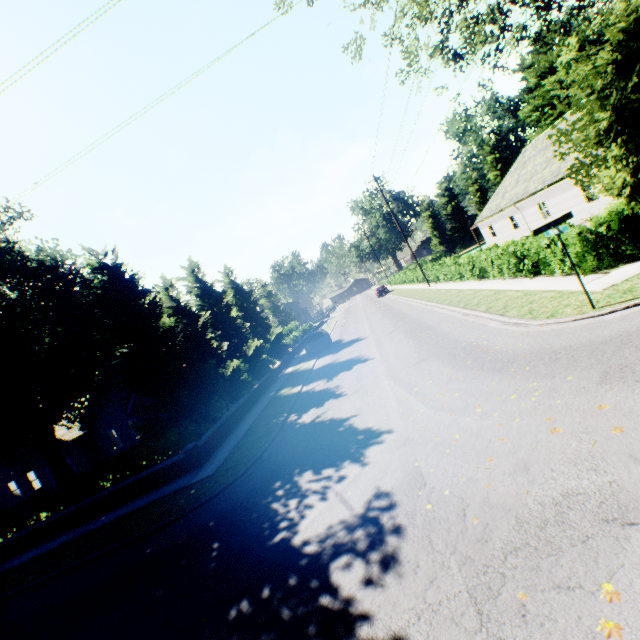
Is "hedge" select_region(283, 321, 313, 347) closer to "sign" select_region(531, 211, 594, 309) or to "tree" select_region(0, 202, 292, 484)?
"tree" select_region(0, 202, 292, 484)

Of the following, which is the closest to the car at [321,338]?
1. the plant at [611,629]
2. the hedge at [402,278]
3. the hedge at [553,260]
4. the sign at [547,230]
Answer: the hedge at [402,278]

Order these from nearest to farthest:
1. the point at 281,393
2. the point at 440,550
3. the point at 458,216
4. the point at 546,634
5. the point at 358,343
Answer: the point at 546,634 → the point at 440,550 → the point at 281,393 → the point at 358,343 → the point at 458,216

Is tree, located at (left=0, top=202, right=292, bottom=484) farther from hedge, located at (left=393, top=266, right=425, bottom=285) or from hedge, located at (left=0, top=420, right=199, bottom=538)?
hedge, located at (left=0, top=420, right=199, bottom=538)

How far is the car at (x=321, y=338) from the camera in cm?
2453

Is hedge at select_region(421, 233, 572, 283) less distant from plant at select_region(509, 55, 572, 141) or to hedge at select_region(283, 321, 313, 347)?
hedge at select_region(283, 321, 313, 347)

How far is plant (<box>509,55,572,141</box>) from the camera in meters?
47.8 m

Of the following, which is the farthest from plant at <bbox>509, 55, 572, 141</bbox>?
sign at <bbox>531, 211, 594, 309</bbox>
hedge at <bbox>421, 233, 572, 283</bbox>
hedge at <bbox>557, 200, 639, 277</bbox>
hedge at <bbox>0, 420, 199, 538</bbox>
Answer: hedge at <bbox>0, 420, 199, 538</bbox>
